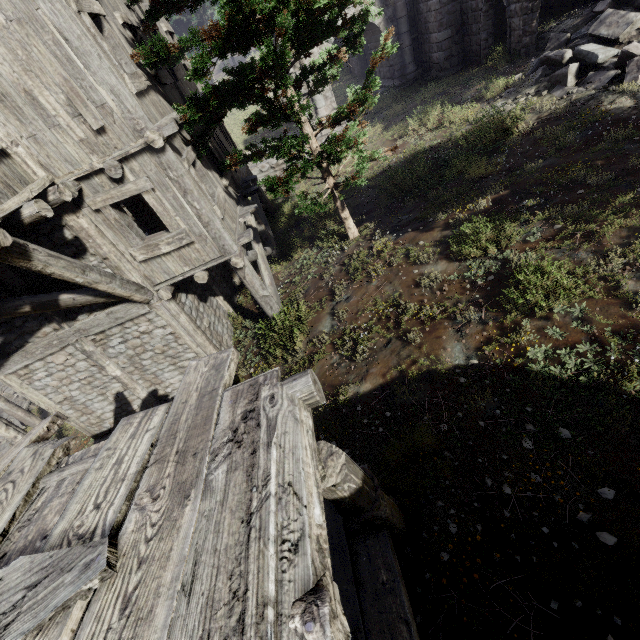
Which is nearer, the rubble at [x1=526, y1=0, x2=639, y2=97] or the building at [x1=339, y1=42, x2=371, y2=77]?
the rubble at [x1=526, y1=0, x2=639, y2=97]

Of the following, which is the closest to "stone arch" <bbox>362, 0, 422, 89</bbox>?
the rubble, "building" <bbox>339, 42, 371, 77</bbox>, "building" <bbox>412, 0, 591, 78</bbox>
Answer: "building" <bbox>412, 0, 591, 78</bbox>

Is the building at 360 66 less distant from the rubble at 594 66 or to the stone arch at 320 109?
the stone arch at 320 109

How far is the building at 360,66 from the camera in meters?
22.8

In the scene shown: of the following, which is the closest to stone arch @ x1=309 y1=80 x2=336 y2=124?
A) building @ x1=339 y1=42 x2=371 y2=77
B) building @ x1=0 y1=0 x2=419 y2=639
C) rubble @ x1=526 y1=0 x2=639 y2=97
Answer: building @ x1=0 y1=0 x2=419 y2=639

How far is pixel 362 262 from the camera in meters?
9.5

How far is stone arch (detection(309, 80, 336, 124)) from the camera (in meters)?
18.09
